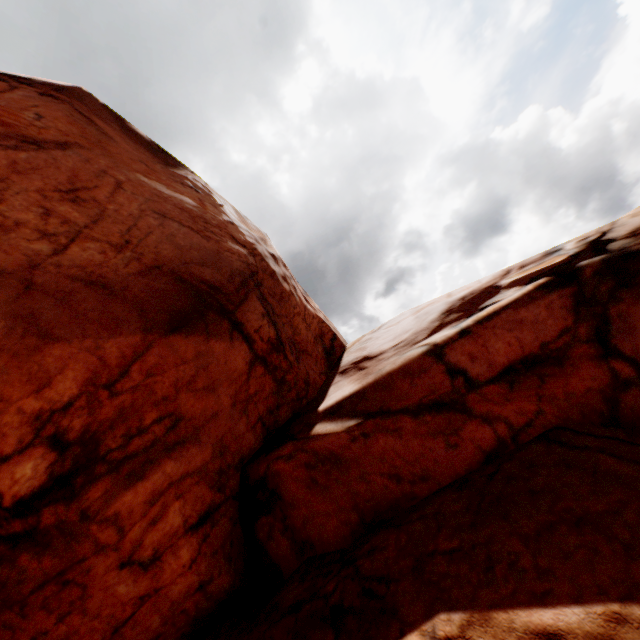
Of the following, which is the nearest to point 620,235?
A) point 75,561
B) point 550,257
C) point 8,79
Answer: point 550,257
